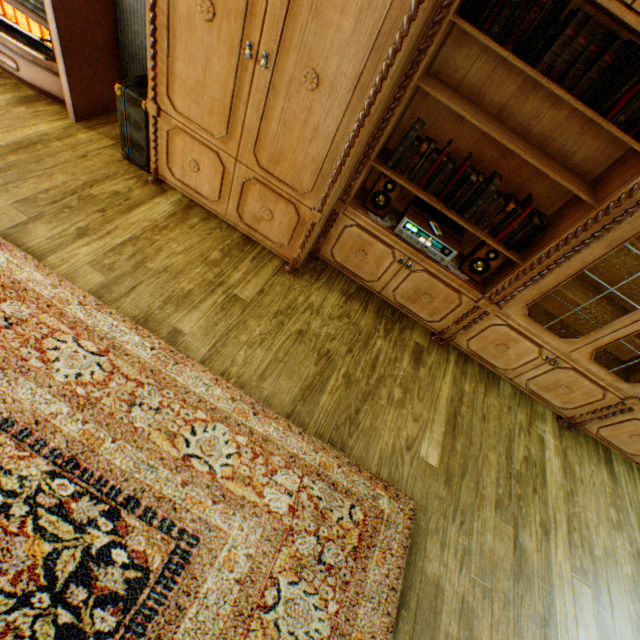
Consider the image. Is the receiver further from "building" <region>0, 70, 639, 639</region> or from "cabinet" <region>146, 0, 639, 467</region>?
"building" <region>0, 70, 639, 639</region>

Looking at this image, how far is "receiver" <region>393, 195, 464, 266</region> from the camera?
2.2m

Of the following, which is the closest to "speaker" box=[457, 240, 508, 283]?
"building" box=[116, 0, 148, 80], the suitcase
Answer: "building" box=[116, 0, 148, 80]

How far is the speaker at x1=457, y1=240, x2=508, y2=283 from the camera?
2.24m

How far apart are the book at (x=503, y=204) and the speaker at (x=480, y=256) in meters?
0.0 m

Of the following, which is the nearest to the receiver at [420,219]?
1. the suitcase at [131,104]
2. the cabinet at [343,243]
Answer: the cabinet at [343,243]

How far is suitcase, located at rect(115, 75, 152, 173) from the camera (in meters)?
2.17

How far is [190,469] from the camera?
1.6m
